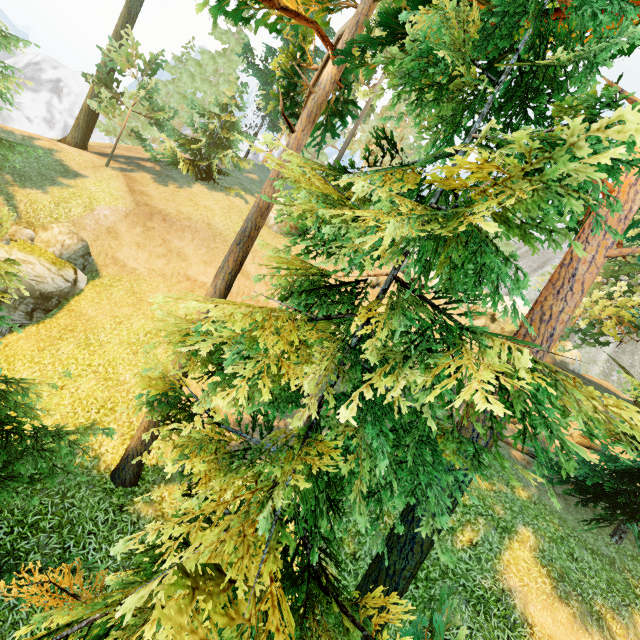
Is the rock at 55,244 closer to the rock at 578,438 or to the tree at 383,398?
the tree at 383,398

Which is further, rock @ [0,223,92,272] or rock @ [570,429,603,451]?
rock @ [570,429,603,451]

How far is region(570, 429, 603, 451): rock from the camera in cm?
1712

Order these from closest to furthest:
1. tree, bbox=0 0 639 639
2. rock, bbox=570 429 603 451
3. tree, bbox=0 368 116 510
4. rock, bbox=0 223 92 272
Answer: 1. tree, bbox=0 0 639 639
2. tree, bbox=0 368 116 510
3. rock, bbox=0 223 92 272
4. rock, bbox=570 429 603 451

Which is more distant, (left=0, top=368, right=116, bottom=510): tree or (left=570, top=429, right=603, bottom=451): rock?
(left=570, top=429, right=603, bottom=451): rock

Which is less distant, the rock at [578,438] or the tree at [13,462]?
the tree at [13,462]

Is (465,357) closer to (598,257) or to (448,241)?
(448,241)
